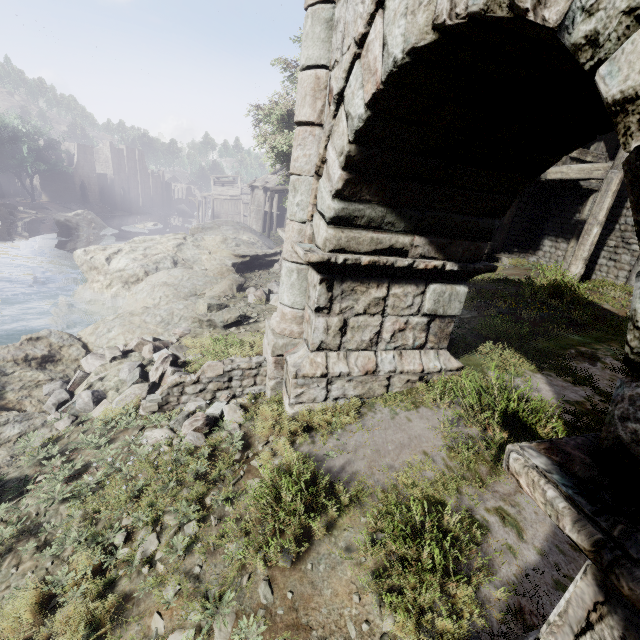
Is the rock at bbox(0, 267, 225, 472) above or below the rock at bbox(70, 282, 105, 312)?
above

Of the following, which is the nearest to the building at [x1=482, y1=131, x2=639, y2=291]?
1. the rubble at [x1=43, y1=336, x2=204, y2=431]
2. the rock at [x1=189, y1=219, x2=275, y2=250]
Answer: the rock at [x1=189, y1=219, x2=275, y2=250]

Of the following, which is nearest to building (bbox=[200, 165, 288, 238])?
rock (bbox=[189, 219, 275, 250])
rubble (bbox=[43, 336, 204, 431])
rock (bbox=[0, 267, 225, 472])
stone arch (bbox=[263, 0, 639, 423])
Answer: rock (bbox=[189, 219, 275, 250])

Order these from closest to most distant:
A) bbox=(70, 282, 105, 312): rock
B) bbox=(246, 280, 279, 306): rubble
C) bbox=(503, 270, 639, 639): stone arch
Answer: bbox=(503, 270, 639, 639): stone arch → bbox=(246, 280, 279, 306): rubble → bbox=(70, 282, 105, 312): rock

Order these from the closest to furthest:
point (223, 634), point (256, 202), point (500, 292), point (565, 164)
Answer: point (223, 634) < point (500, 292) < point (565, 164) < point (256, 202)

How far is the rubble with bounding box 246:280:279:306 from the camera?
10.86m

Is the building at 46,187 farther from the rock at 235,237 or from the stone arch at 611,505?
the stone arch at 611,505

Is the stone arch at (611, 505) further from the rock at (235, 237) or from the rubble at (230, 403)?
the rock at (235, 237)
